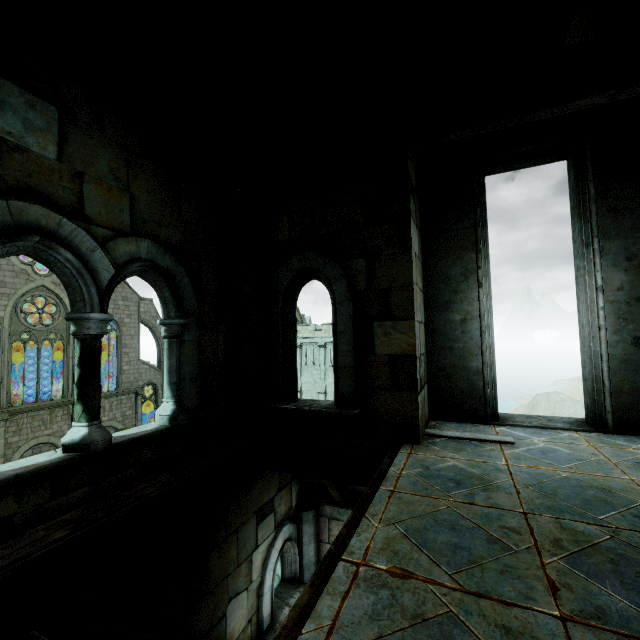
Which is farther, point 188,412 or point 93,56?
point 188,412
